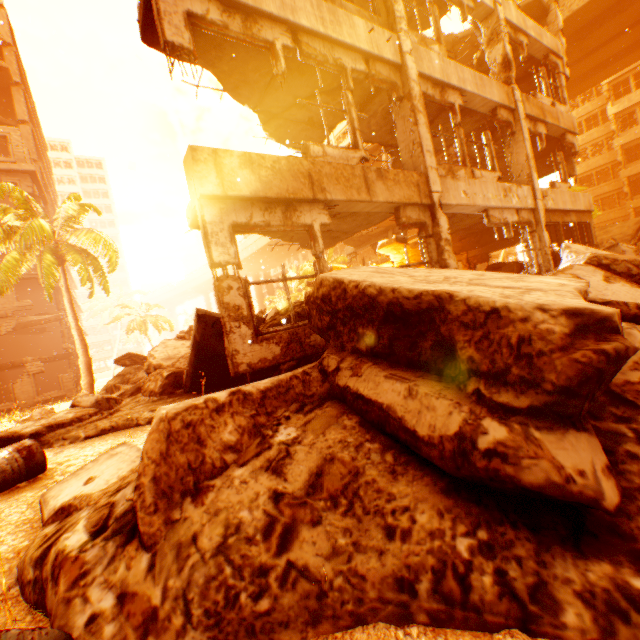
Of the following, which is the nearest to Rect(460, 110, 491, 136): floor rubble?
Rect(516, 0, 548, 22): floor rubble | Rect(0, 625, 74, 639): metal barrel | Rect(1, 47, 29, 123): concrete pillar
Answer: Rect(516, 0, 548, 22): floor rubble

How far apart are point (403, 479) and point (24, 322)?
28.1 meters

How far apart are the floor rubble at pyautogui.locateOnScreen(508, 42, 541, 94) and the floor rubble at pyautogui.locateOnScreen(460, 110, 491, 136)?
2.5 meters

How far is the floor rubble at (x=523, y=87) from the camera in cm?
1192

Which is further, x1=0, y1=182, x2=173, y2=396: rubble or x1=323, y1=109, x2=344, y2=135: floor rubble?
x1=0, y1=182, x2=173, y2=396: rubble

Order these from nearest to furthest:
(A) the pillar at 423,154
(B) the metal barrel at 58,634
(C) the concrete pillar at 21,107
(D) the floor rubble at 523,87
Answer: (B) the metal barrel at 58,634 < (A) the pillar at 423,154 < (D) the floor rubble at 523,87 < (C) the concrete pillar at 21,107

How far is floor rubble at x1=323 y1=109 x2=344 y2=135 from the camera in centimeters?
827cm

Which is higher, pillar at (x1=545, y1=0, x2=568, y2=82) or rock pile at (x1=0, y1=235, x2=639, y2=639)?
pillar at (x1=545, y1=0, x2=568, y2=82)
